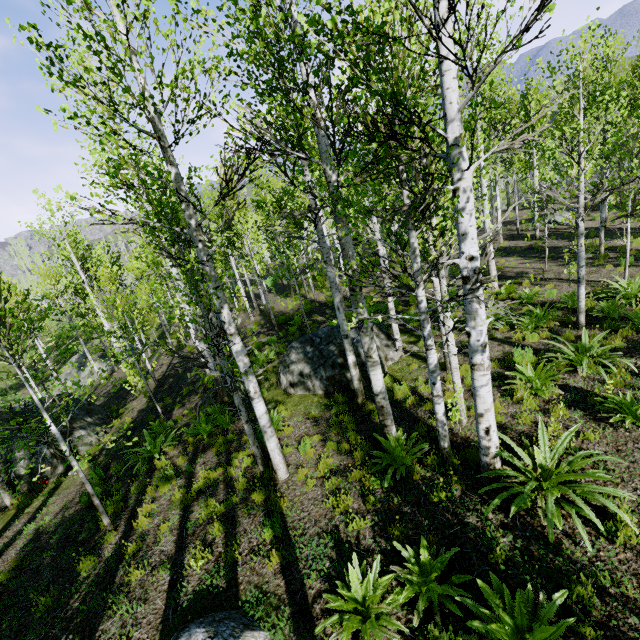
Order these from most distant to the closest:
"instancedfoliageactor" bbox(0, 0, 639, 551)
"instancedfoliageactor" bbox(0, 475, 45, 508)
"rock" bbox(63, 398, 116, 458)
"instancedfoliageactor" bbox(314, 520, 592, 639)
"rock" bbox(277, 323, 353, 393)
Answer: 1. "rock" bbox(63, 398, 116, 458)
2. "rock" bbox(277, 323, 353, 393)
3. "instancedfoliageactor" bbox(0, 475, 45, 508)
4. "instancedfoliageactor" bbox(0, 0, 639, 551)
5. "instancedfoliageactor" bbox(314, 520, 592, 639)

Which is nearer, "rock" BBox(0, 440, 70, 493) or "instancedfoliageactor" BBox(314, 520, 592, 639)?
"instancedfoliageactor" BBox(314, 520, 592, 639)

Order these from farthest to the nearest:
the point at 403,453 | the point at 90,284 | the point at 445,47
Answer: the point at 90,284 < the point at 403,453 < the point at 445,47

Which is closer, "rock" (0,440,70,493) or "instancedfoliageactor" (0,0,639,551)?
"instancedfoliageactor" (0,0,639,551)

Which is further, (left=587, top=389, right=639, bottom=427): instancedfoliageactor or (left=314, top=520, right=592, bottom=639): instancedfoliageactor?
(left=587, top=389, right=639, bottom=427): instancedfoliageactor

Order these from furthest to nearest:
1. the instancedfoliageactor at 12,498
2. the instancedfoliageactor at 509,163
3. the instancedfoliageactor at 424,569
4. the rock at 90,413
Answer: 1. the rock at 90,413
2. the instancedfoliageactor at 12,498
3. the instancedfoliageactor at 509,163
4. the instancedfoliageactor at 424,569

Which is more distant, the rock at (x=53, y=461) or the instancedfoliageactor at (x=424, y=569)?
the rock at (x=53, y=461)

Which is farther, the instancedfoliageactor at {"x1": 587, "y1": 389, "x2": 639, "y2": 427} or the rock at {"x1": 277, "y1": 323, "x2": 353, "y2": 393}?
the rock at {"x1": 277, "y1": 323, "x2": 353, "y2": 393}
